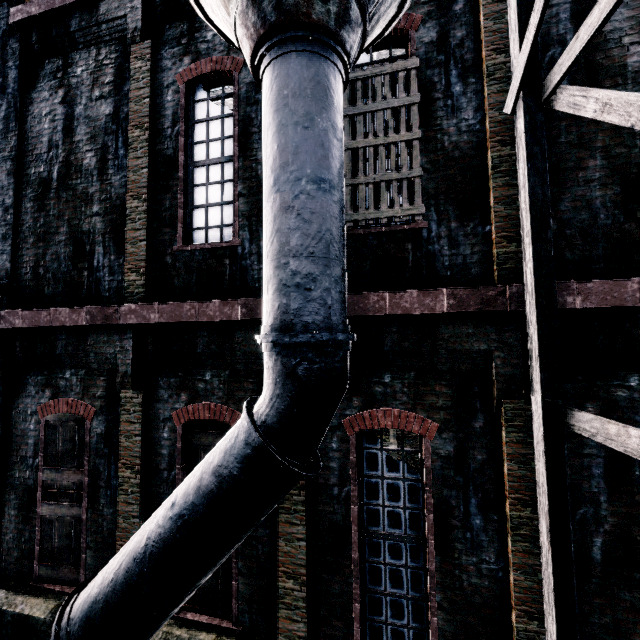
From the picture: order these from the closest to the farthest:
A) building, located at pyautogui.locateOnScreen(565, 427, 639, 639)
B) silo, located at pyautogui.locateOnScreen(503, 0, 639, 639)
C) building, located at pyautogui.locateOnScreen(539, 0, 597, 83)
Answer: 1. silo, located at pyautogui.locateOnScreen(503, 0, 639, 639)
2. building, located at pyautogui.locateOnScreen(565, 427, 639, 639)
3. building, located at pyautogui.locateOnScreen(539, 0, 597, 83)

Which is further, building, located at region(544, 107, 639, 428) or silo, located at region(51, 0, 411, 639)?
building, located at region(544, 107, 639, 428)

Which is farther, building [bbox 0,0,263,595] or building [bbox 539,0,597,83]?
building [bbox 0,0,263,595]

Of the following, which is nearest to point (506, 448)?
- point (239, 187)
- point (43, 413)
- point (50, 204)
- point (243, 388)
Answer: point (243, 388)

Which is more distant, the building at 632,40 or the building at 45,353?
the building at 45,353

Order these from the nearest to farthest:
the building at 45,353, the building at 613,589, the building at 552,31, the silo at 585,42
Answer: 1. the silo at 585,42
2. the building at 613,589
3. the building at 552,31
4. the building at 45,353
